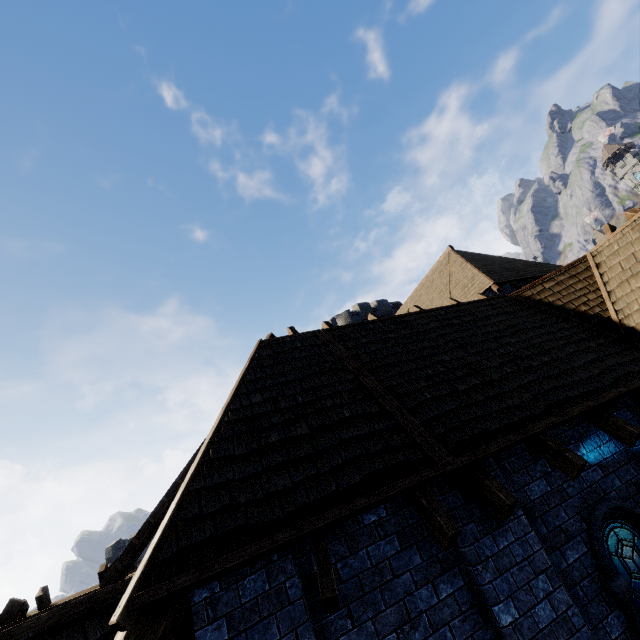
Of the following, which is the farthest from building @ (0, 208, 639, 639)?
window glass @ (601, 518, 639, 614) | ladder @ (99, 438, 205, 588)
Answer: window glass @ (601, 518, 639, 614)

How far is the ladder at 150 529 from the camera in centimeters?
498cm

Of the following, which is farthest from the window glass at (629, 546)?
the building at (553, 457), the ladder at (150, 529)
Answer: the ladder at (150, 529)

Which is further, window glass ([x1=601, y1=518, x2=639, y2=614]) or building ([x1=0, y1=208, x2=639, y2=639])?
window glass ([x1=601, y1=518, x2=639, y2=614])

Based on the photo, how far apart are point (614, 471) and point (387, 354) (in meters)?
3.90

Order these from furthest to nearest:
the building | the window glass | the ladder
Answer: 1. the ladder
2. the window glass
3. the building

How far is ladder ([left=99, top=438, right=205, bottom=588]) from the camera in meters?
5.0
